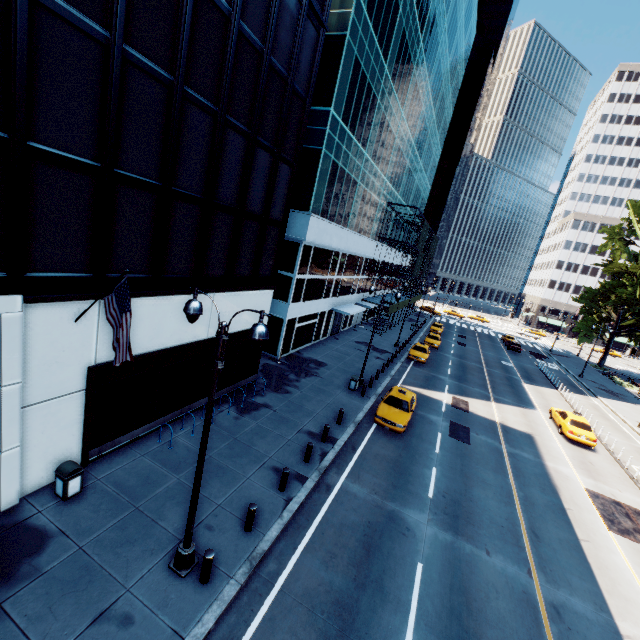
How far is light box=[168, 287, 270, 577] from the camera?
6.78m

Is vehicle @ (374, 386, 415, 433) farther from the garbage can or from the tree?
the tree

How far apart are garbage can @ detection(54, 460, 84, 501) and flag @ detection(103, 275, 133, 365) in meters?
3.8 m

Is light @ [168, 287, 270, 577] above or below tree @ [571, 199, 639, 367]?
below

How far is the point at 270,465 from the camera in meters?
13.2 m

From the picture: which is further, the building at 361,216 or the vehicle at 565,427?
the vehicle at 565,427

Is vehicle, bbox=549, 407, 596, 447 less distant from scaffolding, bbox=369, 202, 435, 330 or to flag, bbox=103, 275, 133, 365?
scaffolding, bbox=369, 202, 435, 330

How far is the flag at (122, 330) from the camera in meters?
8.4 m
